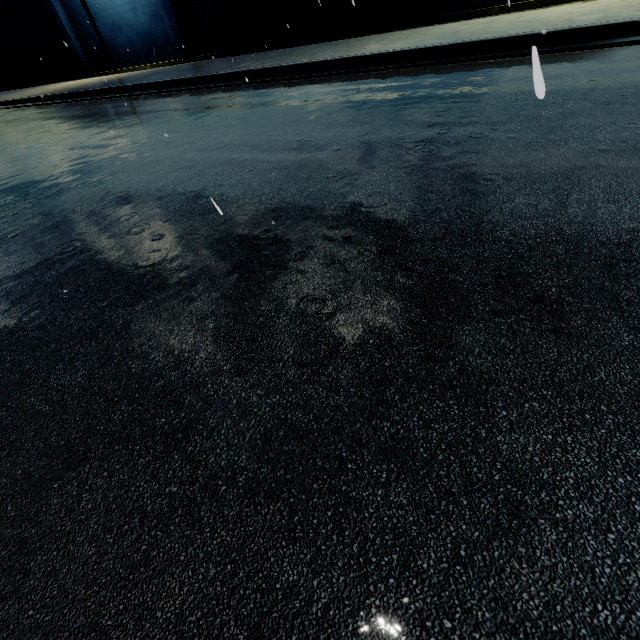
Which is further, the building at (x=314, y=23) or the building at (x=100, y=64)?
the building at (x=100, y=64)

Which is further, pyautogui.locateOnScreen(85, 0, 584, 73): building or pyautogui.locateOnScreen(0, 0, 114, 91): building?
pyautogui.locateOnScreen(0, 0, 114, 91): building

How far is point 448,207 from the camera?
2.44m
